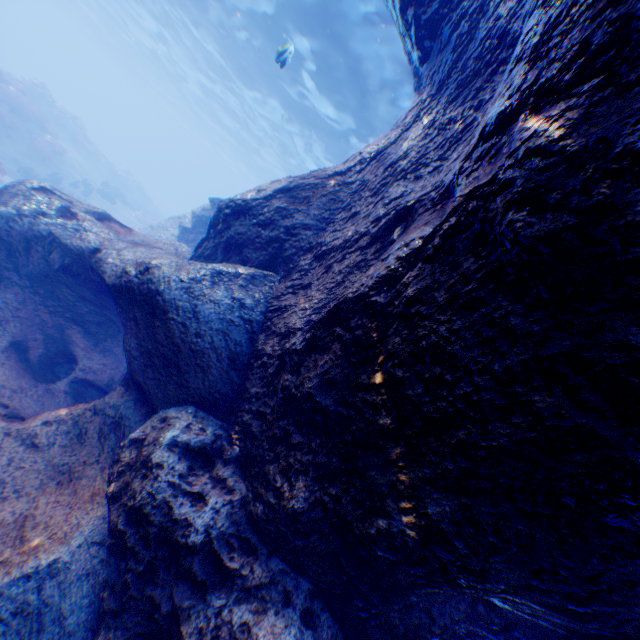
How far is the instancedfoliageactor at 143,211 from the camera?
23.6 meters

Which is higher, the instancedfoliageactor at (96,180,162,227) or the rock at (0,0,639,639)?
the rock at (0,0,639,639)

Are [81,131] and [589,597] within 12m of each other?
no

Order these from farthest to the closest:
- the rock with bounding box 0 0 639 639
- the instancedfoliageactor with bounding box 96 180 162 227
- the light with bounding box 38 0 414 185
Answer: the instancedfoliageactor with bounding box 96 180 162 227, the light with bounding box 38 0 414 185, the rock with bounding box 0 0 639 639

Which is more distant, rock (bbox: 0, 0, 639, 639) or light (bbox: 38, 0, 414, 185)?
light (bbox: 38, 0, 414, 185)

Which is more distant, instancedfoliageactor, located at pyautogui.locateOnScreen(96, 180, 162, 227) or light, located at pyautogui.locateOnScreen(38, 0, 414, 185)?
instancedfoliageactor, located at pyautogui.locateOnScreen(96, 180, 162, 227)

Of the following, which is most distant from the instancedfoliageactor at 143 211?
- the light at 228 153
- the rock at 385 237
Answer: the light at 228 153

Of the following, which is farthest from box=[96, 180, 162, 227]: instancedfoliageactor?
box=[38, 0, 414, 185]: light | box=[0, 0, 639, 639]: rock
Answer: box=[38, 0, 414, 185]: light
